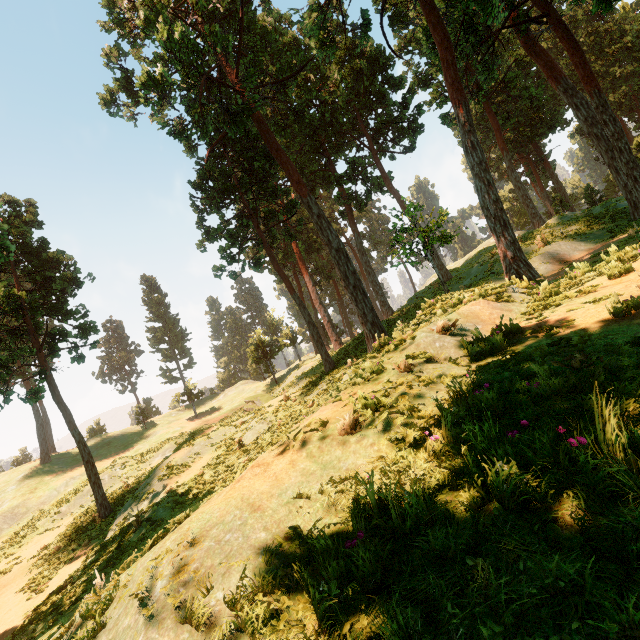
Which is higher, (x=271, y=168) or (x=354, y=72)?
(x=354, y=72)

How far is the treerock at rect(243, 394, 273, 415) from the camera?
24.9m

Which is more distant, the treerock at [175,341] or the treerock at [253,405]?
the treerock at [175,341]

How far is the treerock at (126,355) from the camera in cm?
5794

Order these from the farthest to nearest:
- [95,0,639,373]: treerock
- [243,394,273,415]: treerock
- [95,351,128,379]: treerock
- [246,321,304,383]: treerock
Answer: [95,351,128,379]: treerock < [246,321,304,383]: treerock < [243,394,273,415]: treerock < [95,0,639,373]: treerock

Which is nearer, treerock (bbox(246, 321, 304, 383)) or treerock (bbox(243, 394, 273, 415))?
treerock (bbox(243, 394, 273, 415))
